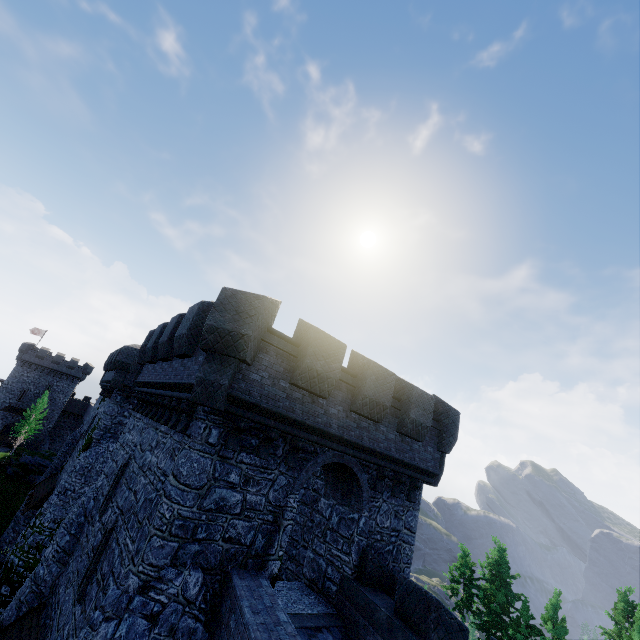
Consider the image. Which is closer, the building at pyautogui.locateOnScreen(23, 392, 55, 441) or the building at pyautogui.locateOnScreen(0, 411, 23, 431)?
the building at pyautogui.locateOnScreen(0, 411, 23, 431)

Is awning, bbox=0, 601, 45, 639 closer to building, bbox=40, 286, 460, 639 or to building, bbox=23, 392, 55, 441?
building, bbox=40, 286, 460, 639

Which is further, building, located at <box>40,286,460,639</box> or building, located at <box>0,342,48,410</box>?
building, located at <box>0,342,48,410</box>

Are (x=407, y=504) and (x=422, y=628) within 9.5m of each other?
yes

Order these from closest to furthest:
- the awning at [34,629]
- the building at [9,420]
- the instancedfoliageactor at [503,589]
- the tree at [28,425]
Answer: the awning at [34,629]
the instancedfoliageactor at [503,589]
the tree at [28,425]
the building at [9,420]

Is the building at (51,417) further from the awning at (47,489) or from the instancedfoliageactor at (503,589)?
the instancedfoliageactor at (503,589)

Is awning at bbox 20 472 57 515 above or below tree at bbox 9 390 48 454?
above
